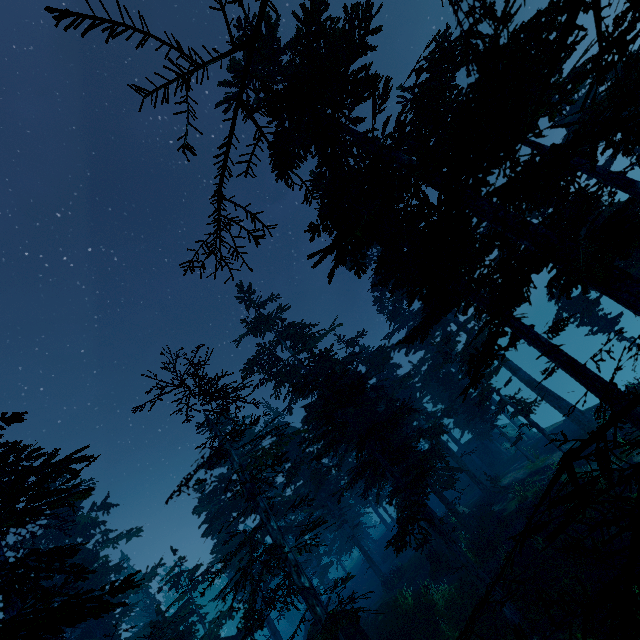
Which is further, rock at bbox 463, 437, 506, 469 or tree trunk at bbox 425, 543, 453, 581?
rock at bbox 463, 437, 506, 469

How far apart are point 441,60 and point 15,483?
17.1m

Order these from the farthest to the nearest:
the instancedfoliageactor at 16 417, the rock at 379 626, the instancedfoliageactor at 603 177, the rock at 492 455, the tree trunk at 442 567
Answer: the rock at 492 455, the tree trunk at 442 567, the rock at 379 626, the instancedfoliageactor at 16 417, the instancedfoliageactor at 603 177

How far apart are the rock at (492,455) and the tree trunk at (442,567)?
17.56m

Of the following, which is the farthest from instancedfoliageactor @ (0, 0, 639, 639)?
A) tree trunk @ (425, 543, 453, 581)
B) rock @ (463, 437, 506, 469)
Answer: tree trunk @ (425, 543, 453, 581)

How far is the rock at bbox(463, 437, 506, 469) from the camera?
35.5m

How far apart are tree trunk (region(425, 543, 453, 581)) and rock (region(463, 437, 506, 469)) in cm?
1756

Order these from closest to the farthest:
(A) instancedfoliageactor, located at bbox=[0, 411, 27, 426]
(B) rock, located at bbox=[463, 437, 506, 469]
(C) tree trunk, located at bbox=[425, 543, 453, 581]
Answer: (A) instancedfoliageactor, located at bbox=[0, 411, 27, 426] → (C) tree trunk, located at bbox=[425, 543, 453, 581] → (B) rock, located at bbox=[463, 437, 506, 469]
